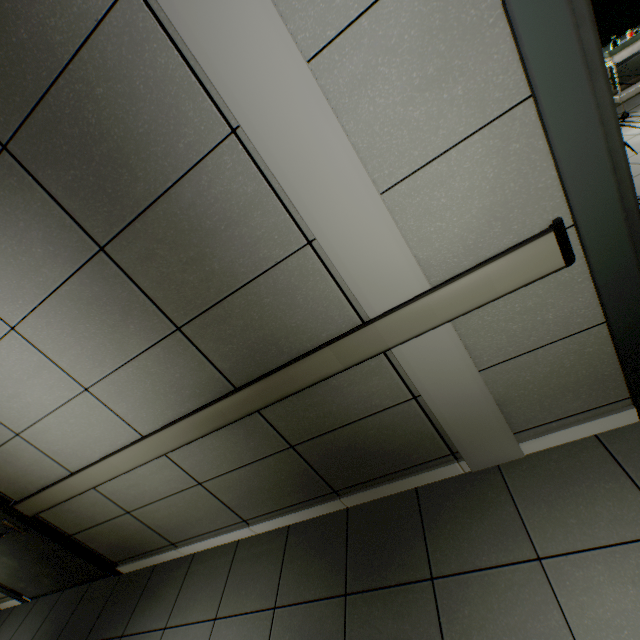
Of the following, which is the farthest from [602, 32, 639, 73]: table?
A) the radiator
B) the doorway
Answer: the doorway

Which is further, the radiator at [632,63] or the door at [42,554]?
the radiator at [632,63]

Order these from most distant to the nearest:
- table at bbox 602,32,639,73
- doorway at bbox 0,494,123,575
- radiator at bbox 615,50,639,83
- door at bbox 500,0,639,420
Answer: radiator at bbox 615,50,639,83 < table at bbox 602,32,639,73 < doorway at bbox 0,494,123,575 < door at bbox 500,0,639,420

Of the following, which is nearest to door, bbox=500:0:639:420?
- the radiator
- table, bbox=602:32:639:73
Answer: table, bbox=602:32:639:73

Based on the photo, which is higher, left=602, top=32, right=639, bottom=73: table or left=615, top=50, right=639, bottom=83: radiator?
left=602, top=32, right=639, bottom=73: table

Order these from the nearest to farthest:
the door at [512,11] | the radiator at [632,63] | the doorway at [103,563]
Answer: the door at [512,11]
the doorway at [103,563]
the radiator at [632,63]

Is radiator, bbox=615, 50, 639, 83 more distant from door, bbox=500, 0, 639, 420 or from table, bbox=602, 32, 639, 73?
door, bbox=500, 0, 639, 420

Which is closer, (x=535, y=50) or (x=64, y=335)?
(x=535, y=50)
